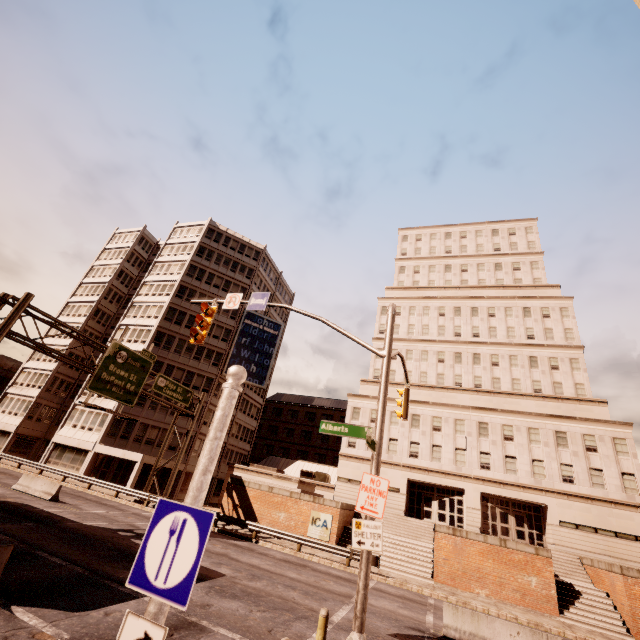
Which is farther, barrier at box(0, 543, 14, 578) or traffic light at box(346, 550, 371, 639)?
barrier at box(0, 543, 14, 578)

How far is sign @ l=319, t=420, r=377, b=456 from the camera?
7.5 meters

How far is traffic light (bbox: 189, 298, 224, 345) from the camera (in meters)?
11.88

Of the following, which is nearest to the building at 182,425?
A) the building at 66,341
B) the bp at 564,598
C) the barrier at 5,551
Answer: the building at 66,341

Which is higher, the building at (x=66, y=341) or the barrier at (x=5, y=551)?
the building at (x=66, y=341)

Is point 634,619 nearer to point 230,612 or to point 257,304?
point 230,612

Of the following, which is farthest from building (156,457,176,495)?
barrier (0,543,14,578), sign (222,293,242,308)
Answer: sign (222,293,242,308)

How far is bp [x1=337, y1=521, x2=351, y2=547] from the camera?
24.50m
